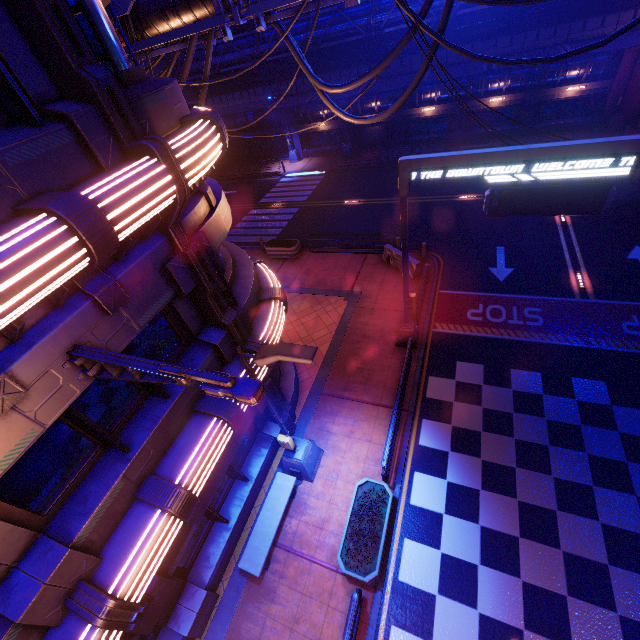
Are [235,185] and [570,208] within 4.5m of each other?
no

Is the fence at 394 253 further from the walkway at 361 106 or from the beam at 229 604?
the walkway at 361 106

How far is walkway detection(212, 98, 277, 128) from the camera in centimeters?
3128cm

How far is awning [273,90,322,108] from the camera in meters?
26.0

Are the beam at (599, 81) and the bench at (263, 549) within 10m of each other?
no

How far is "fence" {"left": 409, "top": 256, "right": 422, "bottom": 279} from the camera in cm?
1564

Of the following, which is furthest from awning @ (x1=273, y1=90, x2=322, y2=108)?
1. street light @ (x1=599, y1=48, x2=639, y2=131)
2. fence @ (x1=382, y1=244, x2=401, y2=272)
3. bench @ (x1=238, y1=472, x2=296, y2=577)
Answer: bench @ (x1=238, y1=472, x2=296, y2=577)

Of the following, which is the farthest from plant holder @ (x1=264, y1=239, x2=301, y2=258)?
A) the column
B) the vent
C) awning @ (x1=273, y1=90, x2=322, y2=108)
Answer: the vent
